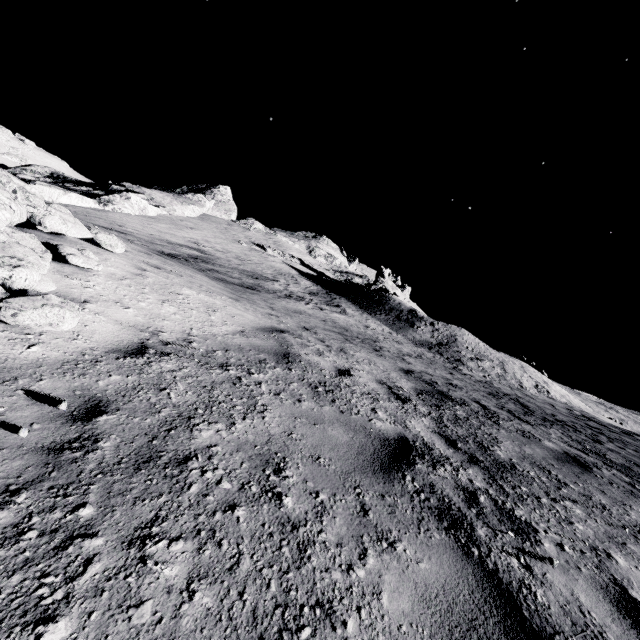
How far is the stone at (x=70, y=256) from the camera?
4.21m

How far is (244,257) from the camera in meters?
31.5 m

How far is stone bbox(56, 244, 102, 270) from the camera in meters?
4.2 m
